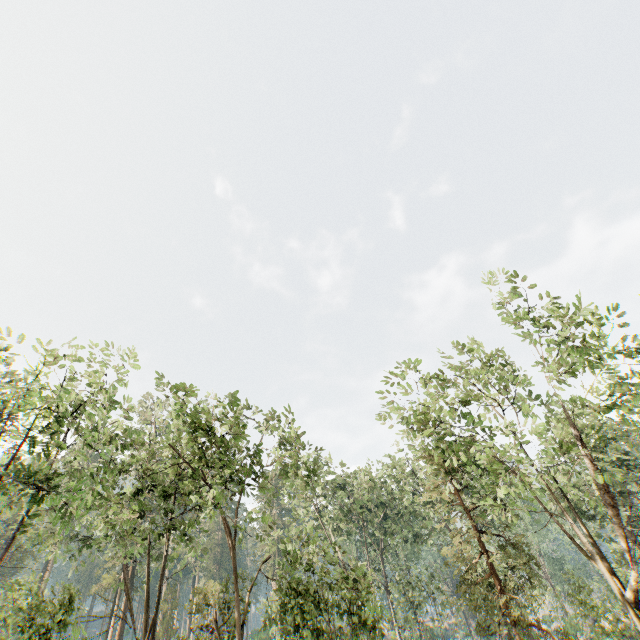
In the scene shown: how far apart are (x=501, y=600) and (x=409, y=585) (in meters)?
11.73
